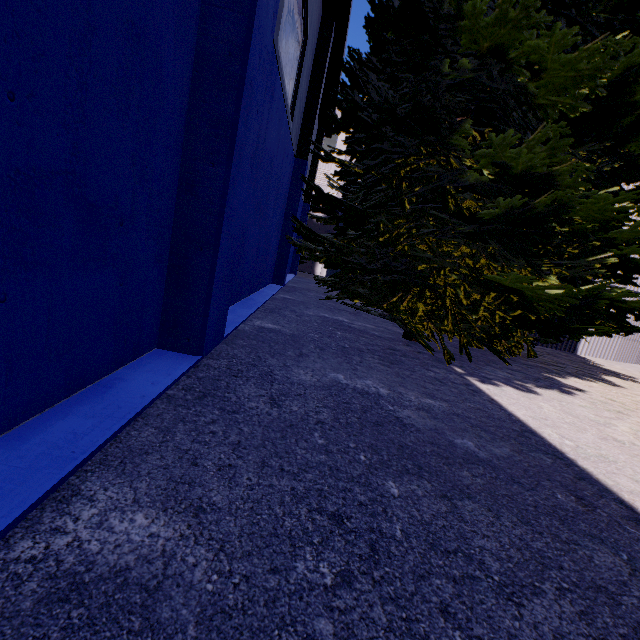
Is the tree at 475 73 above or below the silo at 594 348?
above

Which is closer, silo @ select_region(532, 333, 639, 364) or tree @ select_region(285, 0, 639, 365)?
tree @ select_region(285, 0, 639, 365)

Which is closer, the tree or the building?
the building

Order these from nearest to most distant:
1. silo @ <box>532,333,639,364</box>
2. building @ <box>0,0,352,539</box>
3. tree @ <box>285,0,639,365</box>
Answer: building @ <box>0,0,352,539</box> < tree @ <box>285,0,639,365</box> < silo @ <box>532,333,639,364</box>

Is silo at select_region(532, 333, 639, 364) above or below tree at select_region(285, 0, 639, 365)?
below

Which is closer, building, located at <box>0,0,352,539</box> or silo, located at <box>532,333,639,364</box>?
building, located at <box>0,0,352,539</box>

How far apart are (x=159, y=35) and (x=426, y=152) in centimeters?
462cm

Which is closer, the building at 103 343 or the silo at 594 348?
the building at 103 343
